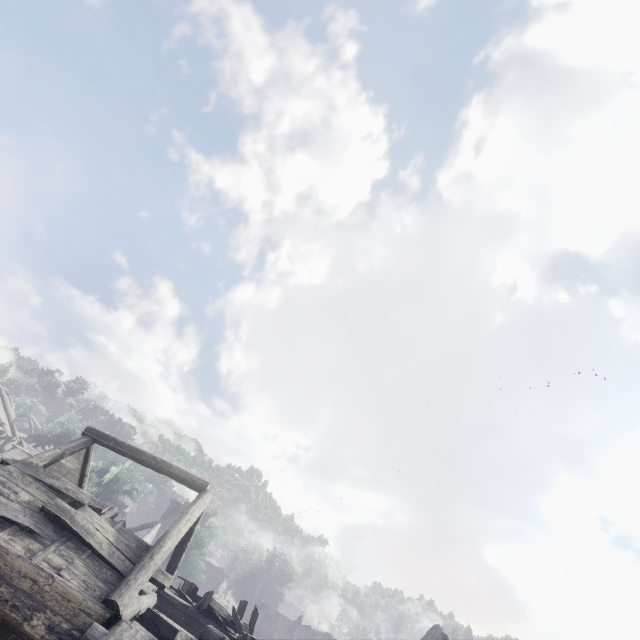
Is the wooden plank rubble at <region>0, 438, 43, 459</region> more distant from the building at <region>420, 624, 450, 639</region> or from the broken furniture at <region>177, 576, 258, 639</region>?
the broken furniture at <region>177, 576, 258, 639</region>

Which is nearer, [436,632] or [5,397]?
[436,632]

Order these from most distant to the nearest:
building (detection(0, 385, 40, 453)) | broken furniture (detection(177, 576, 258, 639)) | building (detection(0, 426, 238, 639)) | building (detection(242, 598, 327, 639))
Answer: building (detection(242, 598, 327, 639))
building (detection(0, 385, 40, 453))
broken furniture (detection(177, 576, 258, 639))
building (detection(0, 426, 238, 639))

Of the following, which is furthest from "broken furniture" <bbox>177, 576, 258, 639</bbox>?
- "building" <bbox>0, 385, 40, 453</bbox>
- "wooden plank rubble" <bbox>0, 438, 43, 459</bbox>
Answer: "wooden plank rubble" <bbox>0, 438, 43, 459</bbox>

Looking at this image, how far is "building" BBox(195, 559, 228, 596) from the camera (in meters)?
41.50

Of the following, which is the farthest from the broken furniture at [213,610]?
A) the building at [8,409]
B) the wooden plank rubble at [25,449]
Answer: the wooden plank rubble at [25,449]
